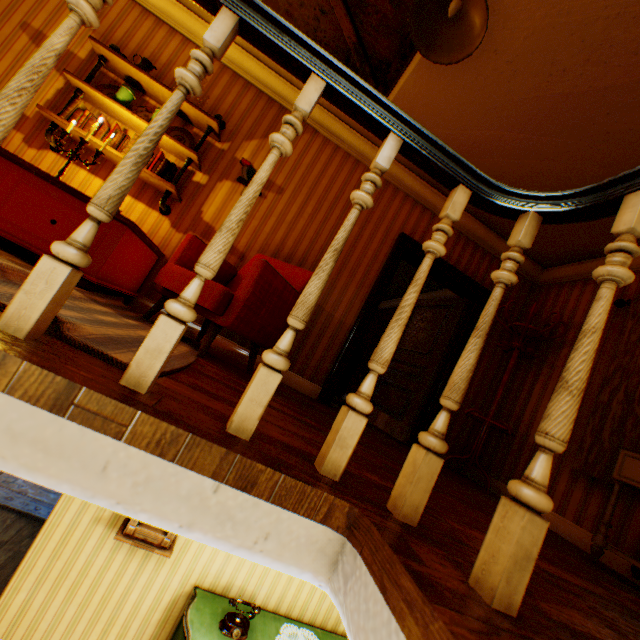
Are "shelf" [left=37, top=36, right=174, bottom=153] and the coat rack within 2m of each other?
no

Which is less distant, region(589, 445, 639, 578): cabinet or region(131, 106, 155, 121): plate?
region(589, 445, 639, 578): cabinet

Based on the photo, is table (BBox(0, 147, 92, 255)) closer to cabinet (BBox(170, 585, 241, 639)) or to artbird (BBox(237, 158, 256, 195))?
artbird (BBox(237, 158, 256, 195))

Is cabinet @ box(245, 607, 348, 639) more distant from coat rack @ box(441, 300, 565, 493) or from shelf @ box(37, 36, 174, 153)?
shelf @ box(37, 36, 174, 153)

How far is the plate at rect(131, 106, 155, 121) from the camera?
3.48m

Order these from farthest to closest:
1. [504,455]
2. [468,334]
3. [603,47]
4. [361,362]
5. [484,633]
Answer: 1. [361,362]
2. [468,334]
3. [504,455]
4. [603,47]
5. [484,633]

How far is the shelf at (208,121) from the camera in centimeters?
329cm

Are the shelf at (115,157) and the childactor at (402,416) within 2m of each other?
no
